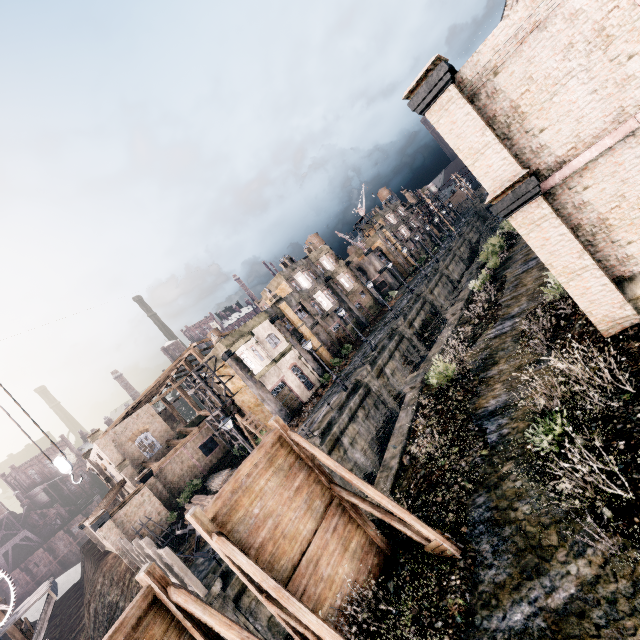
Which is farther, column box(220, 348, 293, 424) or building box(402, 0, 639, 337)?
column box(220, 348, 293, 424)

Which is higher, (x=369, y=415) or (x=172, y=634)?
(x=172, y=634)

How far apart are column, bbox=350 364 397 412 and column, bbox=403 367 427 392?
6.82m

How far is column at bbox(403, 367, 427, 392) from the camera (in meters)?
18.81

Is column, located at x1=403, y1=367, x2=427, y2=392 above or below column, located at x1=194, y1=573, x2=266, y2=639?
above

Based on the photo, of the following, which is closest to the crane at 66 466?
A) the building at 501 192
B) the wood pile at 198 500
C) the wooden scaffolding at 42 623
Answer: the wooden scaffolding at 42 623

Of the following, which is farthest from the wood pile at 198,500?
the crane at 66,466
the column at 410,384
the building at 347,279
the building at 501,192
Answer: the building at 347,279

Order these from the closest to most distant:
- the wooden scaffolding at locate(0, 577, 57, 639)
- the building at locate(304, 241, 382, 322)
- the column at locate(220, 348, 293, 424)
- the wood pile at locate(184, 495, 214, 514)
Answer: the wooden scaffolding at locate(0, 577, 57, 639) → the wood pile at locate(184, 495, 214, 514) → the column at locate(220, 348, 293, 424) → the building at locate(304, 241, 382, 322)
